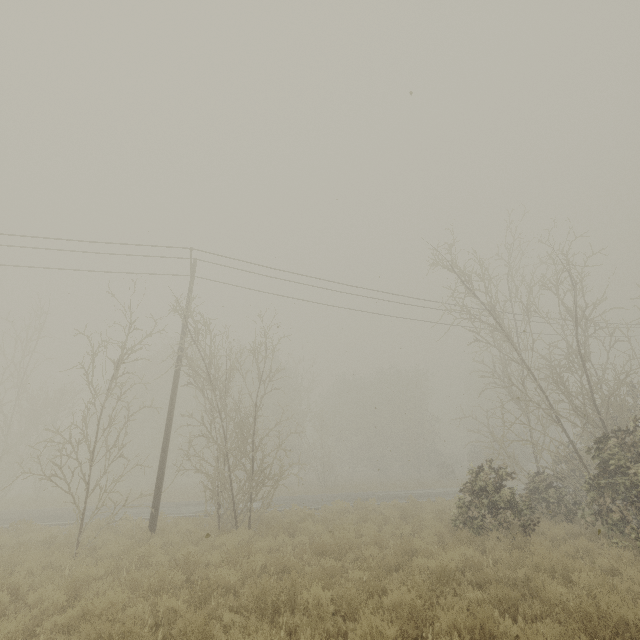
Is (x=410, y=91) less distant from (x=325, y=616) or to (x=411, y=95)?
A: (x=411, y=95)
